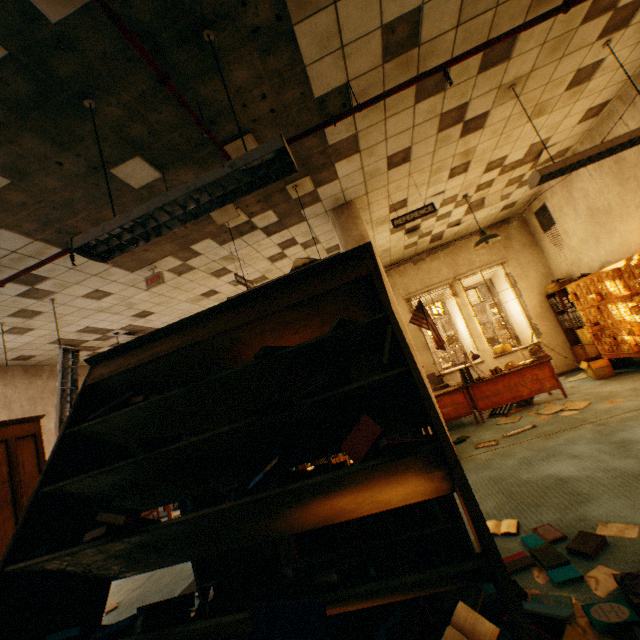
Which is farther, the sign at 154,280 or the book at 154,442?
the sign at 154,280

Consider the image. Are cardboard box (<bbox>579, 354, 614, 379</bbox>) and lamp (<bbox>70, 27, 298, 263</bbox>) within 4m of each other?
Answer: no

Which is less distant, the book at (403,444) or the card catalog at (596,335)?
the book at (403,444)

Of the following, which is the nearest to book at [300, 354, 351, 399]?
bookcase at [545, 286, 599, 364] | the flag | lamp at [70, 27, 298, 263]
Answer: lamp at [70, 27, 298, 263]

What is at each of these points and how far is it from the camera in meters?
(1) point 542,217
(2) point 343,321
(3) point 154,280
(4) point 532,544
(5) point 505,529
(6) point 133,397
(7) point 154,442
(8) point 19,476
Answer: (1) vent, 7.3
(2) book, 1.5
(3) sign, 4.8
(4) book, 2.2
(5) book, 2.5
(6) book, 1.8
(7) book, 1.5
(8) book, 3.3

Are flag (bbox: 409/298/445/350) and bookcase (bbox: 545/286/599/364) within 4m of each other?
yes

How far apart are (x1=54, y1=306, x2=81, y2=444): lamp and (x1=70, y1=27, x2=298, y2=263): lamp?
3.1 meters

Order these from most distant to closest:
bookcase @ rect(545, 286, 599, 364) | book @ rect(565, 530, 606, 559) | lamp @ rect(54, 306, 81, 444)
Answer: bookcase @ rect(545, 286, 599, 364) → lamp @ rect(54, 306, 81, 444) → book @ rect(565, 530, 606, 559)
